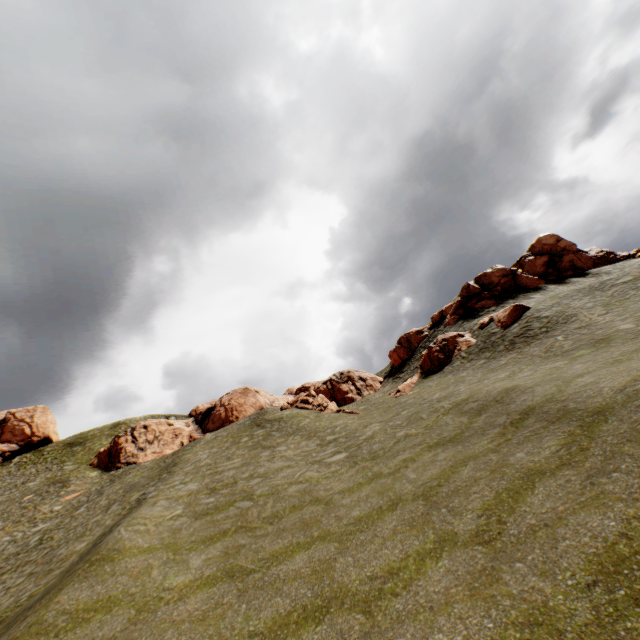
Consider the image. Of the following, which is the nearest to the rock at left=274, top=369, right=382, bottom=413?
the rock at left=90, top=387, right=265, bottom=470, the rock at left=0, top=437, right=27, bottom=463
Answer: the rock at left=90, top=387, right=265, bottom=470

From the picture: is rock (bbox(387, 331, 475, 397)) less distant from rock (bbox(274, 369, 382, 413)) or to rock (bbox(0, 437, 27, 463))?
rock (bbox(274, 369, 382, 413))

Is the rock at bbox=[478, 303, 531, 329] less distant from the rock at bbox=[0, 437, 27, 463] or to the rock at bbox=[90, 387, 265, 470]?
the rock at bbox=[90, 387, 265, 470]

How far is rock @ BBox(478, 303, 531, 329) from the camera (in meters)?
Result: 27.94

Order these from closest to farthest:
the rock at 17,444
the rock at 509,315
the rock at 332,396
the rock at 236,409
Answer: the rock at 509,315, the rock at 332,396, the rock at 236,409, the rock at 17,444

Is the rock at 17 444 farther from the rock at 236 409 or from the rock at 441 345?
the rock at 236 409

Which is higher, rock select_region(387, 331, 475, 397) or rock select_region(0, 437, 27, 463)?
rock select_region(0, 437, 27, 463)

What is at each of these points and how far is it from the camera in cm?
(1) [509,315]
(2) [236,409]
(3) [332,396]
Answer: (1) rock, 2831
(2) rock, 4469
(3) rock, 4331
